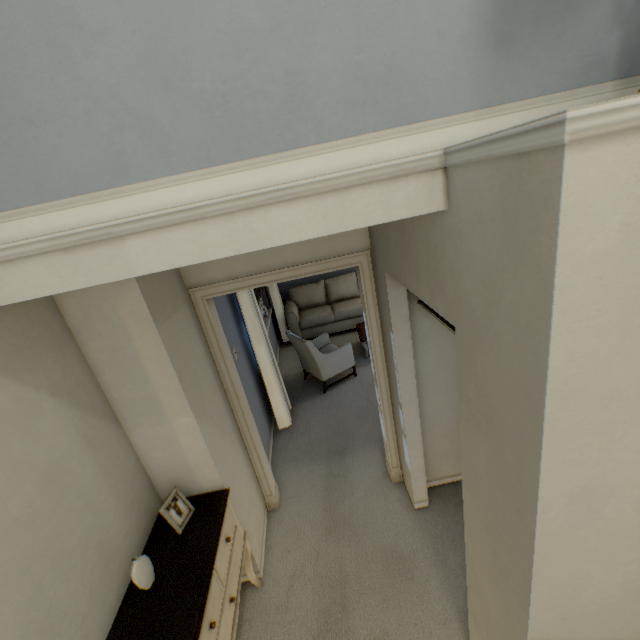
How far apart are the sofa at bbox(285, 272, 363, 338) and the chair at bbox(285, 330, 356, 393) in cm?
96

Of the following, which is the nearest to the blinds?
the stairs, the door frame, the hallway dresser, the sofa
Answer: the sofa

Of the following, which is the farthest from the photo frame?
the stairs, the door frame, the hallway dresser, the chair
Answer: the chair

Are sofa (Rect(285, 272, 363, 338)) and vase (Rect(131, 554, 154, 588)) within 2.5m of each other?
no

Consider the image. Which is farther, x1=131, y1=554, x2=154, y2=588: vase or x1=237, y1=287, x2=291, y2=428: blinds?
x1=237, y1=287, x2=291, y2=428: blinds

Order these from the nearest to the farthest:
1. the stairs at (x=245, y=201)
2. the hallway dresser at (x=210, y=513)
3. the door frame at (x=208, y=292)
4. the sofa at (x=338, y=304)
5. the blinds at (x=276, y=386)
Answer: the stairs at (x=245, y=201)
the hallway dresser at (x=210, y=513)
the door frame at (x=208, y=292)
the blinds at (x=276, y=386)
the sofa at (x=338, y=304)

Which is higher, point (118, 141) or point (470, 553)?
point (118, 141)

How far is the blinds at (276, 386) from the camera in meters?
3.3
